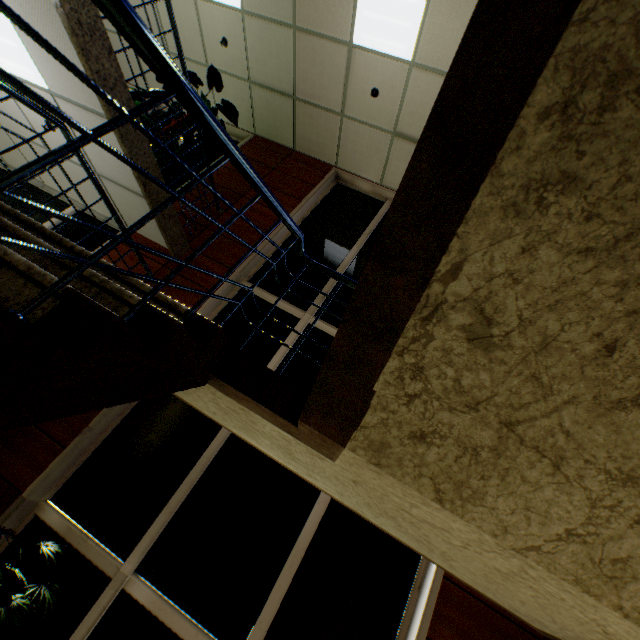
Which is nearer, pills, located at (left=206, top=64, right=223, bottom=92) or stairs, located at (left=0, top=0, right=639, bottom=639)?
stairs, located at (left=0, top=0, right=639, bottom=639)

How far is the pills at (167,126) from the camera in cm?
514

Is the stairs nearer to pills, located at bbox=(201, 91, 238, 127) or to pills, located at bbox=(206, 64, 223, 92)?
pills, located at bbox=(201, 91, 238, 127)

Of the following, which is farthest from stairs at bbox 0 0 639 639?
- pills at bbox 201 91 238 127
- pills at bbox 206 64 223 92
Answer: pills at bbox 206 64 223 92

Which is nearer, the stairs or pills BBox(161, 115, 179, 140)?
the stairs

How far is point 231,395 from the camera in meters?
2.0

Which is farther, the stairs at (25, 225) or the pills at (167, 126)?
the pills at (167, 126)
